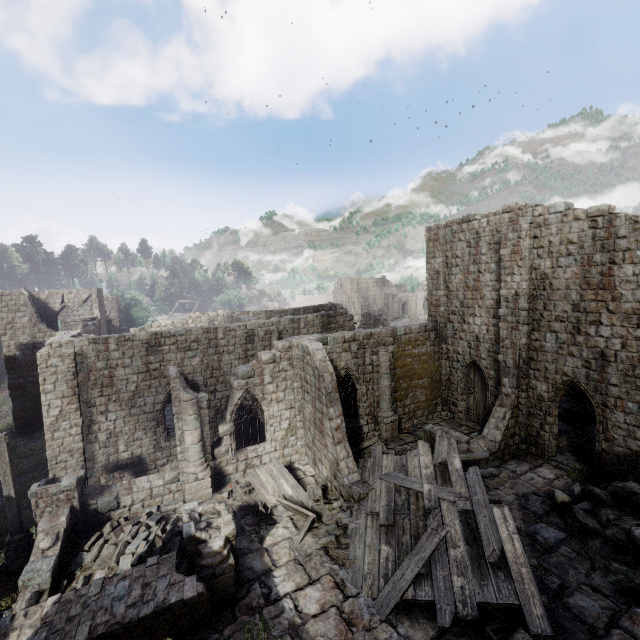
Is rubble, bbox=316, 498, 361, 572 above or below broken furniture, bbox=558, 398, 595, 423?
below

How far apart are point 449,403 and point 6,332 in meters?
31.8

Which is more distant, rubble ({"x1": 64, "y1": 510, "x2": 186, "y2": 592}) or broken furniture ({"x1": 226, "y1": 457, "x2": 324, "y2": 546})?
broken furniture ({"x1": 226, "y1": 457, "x2": 324, "y2": 546})

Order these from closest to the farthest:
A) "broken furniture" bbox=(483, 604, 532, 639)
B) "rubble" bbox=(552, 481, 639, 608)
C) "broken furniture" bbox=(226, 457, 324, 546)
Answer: "broken furniture" bbox=(483, 604, 532, 639), "rubble" bbox=(552, 481, 639, 608), "broken furniture" bbox=(226, 457, 324, 546)

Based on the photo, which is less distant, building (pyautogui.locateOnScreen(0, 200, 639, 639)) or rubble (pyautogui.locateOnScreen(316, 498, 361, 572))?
building (pyautogui.locateOnScreen(0, 200, 639, 639))

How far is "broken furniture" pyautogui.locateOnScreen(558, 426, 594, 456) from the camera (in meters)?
15.15

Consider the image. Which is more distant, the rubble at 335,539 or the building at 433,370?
the rubble at 335,539

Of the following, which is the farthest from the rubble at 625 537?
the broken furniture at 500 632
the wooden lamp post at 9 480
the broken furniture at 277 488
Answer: the wooden lamp post at 9 480
